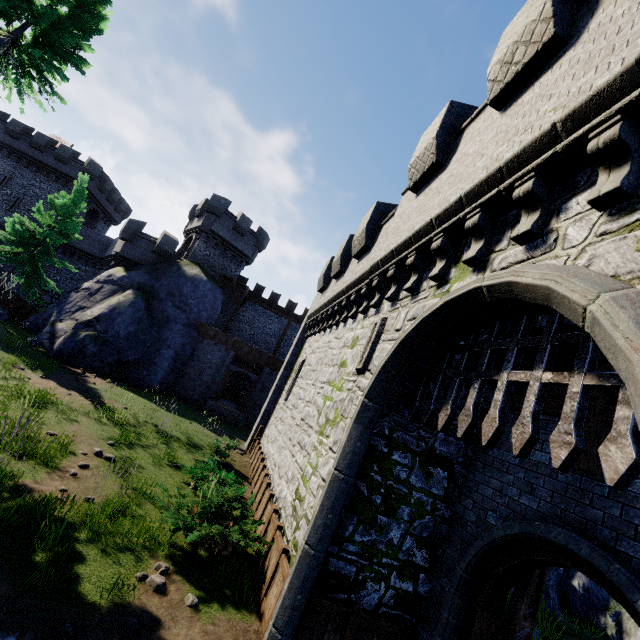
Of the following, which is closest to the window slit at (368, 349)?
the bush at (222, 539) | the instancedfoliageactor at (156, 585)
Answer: the bush at (222, 539)

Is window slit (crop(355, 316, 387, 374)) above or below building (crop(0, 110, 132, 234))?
below

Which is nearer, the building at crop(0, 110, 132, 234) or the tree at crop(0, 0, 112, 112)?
the tree at crop(0, 0, 112, 112)

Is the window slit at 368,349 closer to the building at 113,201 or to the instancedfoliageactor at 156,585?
the instancedfoliageactor at 156,585

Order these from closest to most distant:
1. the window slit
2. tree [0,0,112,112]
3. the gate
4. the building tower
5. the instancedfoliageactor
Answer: the gate
the instancedfoliageactor
the window slit
tree [0,0,112,112]
the building tower

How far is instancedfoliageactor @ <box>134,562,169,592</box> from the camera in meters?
5.7 m

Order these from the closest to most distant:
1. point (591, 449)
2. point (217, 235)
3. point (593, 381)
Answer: point (593, 381)
point (591, 449)
point (217, 235)

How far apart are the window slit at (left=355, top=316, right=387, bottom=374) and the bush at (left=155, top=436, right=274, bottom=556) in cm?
410
